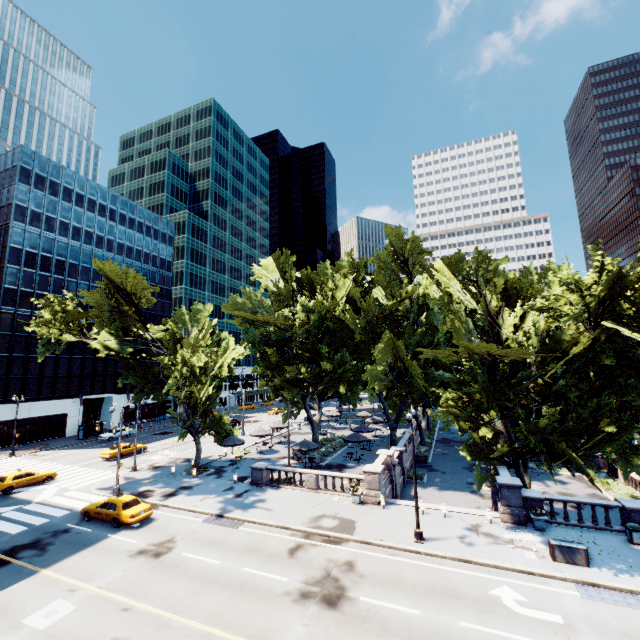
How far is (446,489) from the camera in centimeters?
3045cm

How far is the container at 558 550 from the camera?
15.84m

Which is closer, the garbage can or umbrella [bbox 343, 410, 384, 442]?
the garbage can

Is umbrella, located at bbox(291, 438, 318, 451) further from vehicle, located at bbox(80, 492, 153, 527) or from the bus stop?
the bus stop

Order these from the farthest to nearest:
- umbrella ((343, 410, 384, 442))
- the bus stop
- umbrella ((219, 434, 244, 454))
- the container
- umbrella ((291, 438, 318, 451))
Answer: the bus stop, umbrella ((343, 410, 384, 442)), umbrella ((219, 434, 244, 454)), umbrella ((291, 438, 318, 451)), the container

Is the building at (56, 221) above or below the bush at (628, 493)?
above

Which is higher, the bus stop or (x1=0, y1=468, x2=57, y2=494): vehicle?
the bus stop

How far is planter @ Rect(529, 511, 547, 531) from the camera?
19.1m
